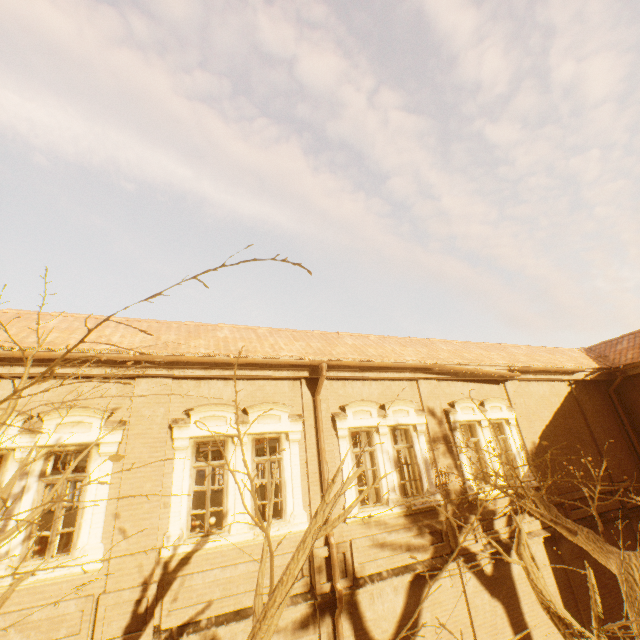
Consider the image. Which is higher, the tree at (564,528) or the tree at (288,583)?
the tree at (288,583)

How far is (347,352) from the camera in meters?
9.5 m

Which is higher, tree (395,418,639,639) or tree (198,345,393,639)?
tree (198,345,393,639)

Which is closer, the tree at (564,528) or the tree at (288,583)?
the tree at (288,583)

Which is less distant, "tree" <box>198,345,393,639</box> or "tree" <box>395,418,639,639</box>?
"tree" <box>198,345,393,639</box>
